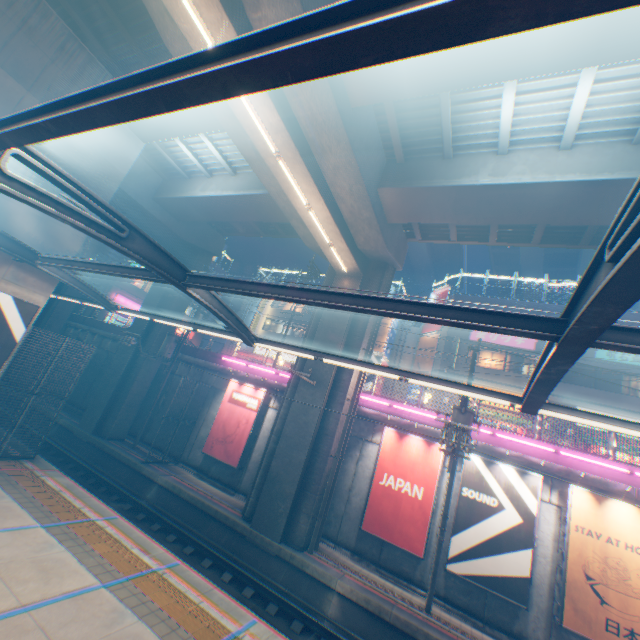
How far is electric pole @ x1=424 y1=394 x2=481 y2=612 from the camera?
10.0m

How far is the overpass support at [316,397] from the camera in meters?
14.7 m

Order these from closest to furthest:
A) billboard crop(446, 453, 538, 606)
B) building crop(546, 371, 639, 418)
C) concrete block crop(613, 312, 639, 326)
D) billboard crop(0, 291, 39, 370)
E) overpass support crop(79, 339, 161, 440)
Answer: billboard crop(0, 291, 39, 370)
billboard crop(446, 453, 538, 606)
overpass support crop(79, 339, 161, 440)
building crop(546, 371, 639, 418)
concrete block crop(613, 312, 639, 326)

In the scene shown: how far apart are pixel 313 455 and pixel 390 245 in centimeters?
1020cm

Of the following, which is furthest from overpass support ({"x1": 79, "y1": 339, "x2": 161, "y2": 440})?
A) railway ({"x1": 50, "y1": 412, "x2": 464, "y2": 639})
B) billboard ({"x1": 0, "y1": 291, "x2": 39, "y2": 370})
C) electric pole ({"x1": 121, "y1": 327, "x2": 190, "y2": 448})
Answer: billboard ({"x1": 0, "y1": 291, "x2": 39, "y2": 370})

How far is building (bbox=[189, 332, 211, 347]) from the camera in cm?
4696

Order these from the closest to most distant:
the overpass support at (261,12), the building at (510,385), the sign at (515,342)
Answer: the overpass support at (261,12) → the building at (510,385) → the sign at (515,342)

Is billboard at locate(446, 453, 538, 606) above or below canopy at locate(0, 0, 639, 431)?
below
